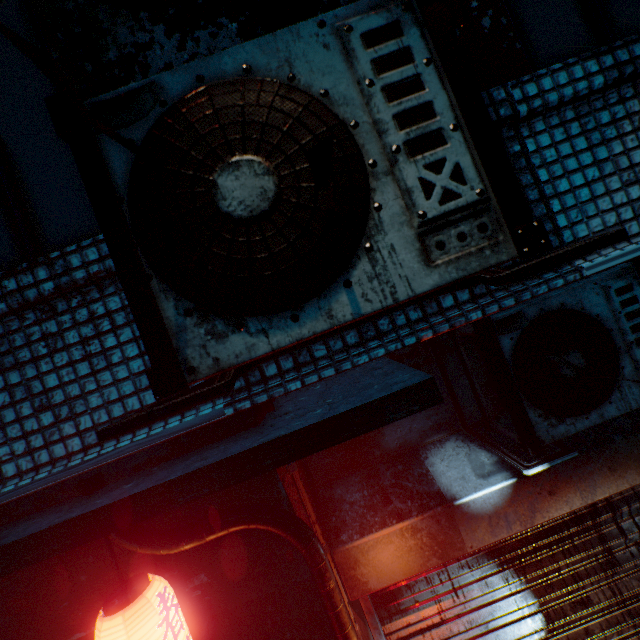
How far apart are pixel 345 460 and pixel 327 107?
2.1m

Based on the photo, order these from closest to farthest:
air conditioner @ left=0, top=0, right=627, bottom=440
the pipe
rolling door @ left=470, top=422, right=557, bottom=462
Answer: air conditioner @ left=0, top=0, right=627, bottom=440
the pipe
rolling door @ left=470, top=422, right=557, bottom=462

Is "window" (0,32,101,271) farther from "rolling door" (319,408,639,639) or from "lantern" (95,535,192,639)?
"rolling door" (319,408,639,639)

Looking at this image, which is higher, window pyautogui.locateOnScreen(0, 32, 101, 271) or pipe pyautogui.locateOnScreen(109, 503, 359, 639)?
window pyautogui.locateOnScreen(0, 32, 101, 271)

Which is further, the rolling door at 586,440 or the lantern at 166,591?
the rolling door at 586,440

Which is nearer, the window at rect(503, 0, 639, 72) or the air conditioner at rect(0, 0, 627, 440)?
the air conditioner at rect(0, 0, 627, 440)

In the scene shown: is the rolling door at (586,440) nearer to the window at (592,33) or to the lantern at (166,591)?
the lantern at (166,591)

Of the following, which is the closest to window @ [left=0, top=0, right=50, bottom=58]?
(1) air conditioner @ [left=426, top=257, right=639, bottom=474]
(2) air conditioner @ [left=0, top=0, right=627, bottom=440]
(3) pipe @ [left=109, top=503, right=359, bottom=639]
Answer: (2) air conditioner @ [left=0, top=0, right=627, bottom=440]
